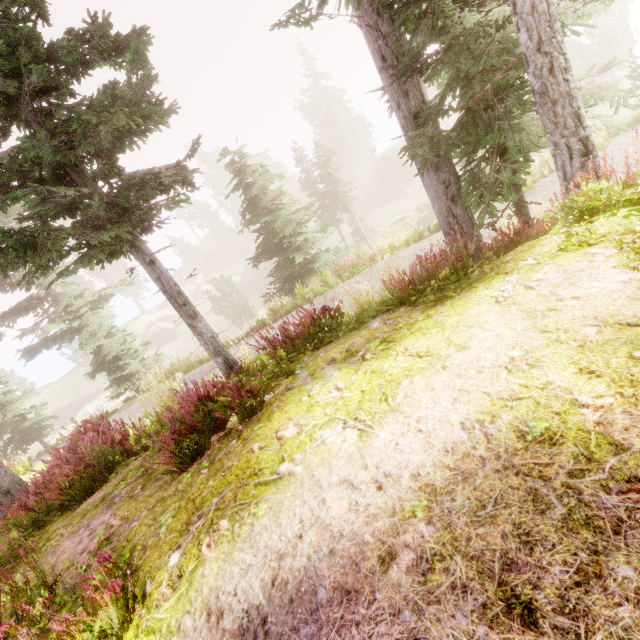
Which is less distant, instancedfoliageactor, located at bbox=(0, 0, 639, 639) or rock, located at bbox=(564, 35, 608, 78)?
instancedfoliageactor, located at bbox=(0, 0, 639, 639)

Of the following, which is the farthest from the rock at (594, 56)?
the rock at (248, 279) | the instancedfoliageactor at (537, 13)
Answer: the rock at (248, 279)

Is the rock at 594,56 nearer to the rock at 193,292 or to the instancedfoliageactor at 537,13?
the instancedfoliageactor at 537,13

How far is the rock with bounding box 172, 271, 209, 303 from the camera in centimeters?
5759cm

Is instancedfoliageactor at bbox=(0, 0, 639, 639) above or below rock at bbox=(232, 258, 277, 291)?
above

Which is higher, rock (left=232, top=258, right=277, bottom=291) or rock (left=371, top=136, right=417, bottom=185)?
rock (left=371, top=136, right=417, bottom=185)

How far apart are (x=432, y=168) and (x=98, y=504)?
8.65m

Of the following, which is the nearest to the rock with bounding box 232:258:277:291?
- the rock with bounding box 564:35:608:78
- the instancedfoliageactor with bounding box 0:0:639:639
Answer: the instancedfoliageactor with bounding box 0:0:639:639
